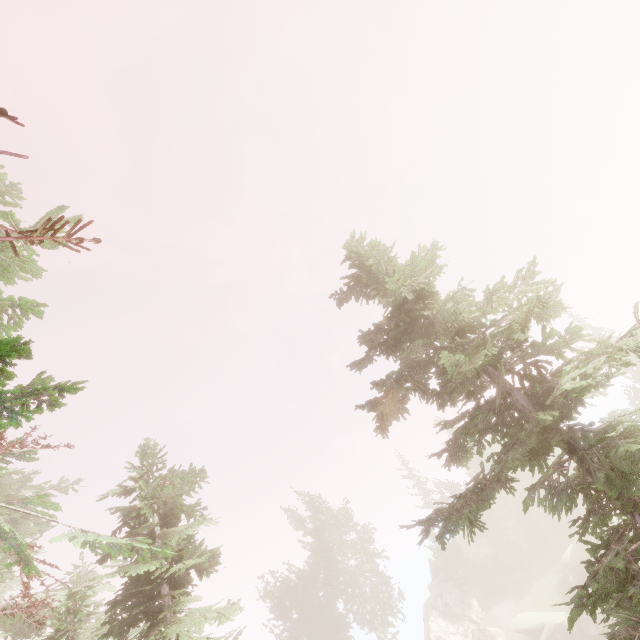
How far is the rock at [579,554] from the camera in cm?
3222

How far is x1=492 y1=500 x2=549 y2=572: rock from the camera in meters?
43.4

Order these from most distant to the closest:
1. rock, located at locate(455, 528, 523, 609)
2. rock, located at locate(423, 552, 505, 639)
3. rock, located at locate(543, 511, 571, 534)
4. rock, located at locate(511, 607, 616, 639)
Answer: rock, located at locate(543, 511, 571, 534), rock, located at locate(455, 528, 523, 609), rock, located at locate(423, 552, 505, 639), rock, located at locate(511, 607, 616, 639)

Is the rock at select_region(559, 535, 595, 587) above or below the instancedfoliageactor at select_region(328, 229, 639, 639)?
below

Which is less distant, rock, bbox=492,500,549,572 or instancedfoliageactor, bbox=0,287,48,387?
instancedfoliageactor, bbox=0,287,48,387

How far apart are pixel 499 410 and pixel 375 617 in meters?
43.7

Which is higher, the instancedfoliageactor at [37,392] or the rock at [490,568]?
the instancedfoliageactor at [37,392]
